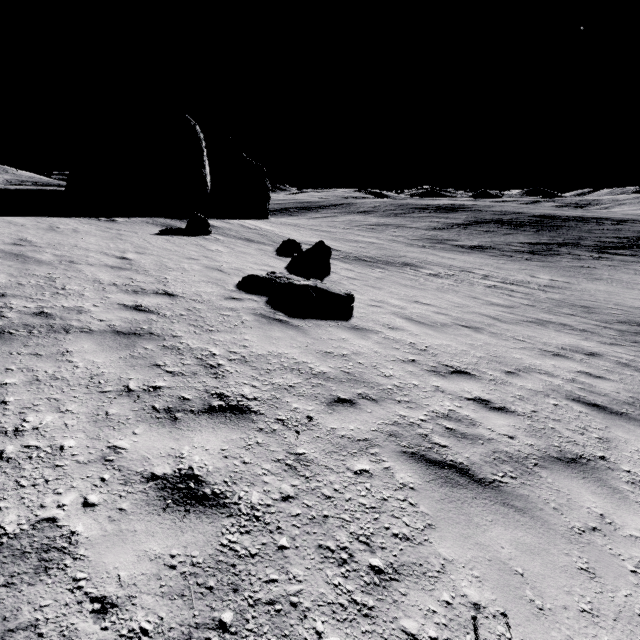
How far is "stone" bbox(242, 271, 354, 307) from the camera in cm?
786

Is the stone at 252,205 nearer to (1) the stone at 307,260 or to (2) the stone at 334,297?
(1) the stone at 307,260

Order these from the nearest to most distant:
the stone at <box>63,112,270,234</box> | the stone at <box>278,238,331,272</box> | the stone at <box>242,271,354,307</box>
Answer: the stone at <box>242,271,354,307</box>, the stone at <box>278,238,331,272</box>, the stone at <box>63,112,270,234</box>

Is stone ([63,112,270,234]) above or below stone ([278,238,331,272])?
above

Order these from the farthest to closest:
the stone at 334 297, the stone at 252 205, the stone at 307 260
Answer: the stone at 252 205 → the stone at 307 260 → the stone at 334 297

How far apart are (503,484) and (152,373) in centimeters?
394cm

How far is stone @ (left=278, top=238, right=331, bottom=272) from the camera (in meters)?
12.69

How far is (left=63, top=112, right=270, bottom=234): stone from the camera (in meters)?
20.73
